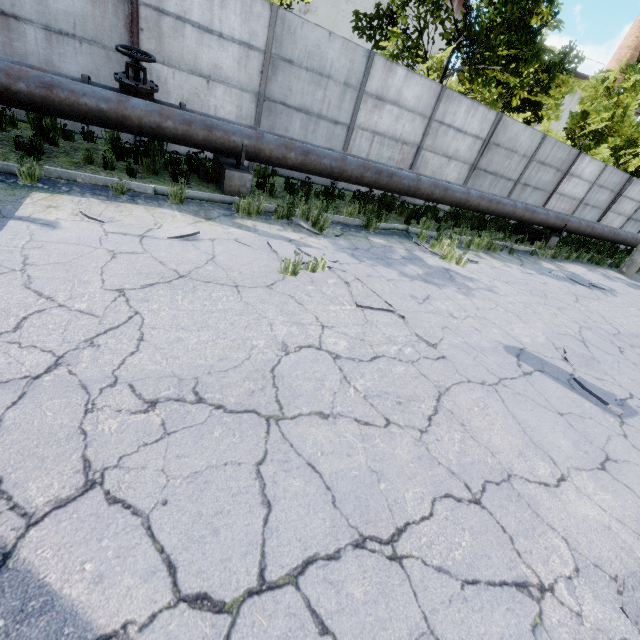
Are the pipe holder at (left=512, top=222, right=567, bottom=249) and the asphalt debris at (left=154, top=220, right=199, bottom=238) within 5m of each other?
no

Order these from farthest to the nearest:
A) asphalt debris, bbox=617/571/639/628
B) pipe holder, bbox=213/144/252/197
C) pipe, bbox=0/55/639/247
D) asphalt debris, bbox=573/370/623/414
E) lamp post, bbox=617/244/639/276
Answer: lamp post, bbox=617/244/639/276 < pipe holder, bbox=213/144/252/197 < pipe, bbox=0/55/639/247 < asphalt debris, bbox=573/370/623/414 < asphalt debris, bbox=617/571/639/628

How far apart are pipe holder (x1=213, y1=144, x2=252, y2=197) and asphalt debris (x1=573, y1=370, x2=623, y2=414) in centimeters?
661cm

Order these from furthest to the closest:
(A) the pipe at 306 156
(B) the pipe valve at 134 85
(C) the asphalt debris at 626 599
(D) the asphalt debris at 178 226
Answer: (B) the pipe valve at 134 85 < (A) the pipe at 306 156 < (D) the asphalt debris at 178 226 < (C) the asphalt debris at 626 599

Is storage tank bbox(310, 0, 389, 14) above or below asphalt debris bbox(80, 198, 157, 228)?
above

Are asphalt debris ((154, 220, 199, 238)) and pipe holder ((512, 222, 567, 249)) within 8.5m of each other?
no

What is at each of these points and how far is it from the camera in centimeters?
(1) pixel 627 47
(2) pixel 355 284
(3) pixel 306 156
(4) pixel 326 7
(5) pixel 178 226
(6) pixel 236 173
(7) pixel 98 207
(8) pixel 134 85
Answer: (1) chimney, 5306cm
(2) asphalt debris, 471cm
(3) pipe, 698cm
(4) storage tank, 5978cm
(5) asphalt debris, 461cm
(6) pipe holder, 662cm
(7) asphalt debris, 440cm
(8) pipe valve, 580cm

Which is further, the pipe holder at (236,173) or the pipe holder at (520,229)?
the pipe holder at (520,229)
